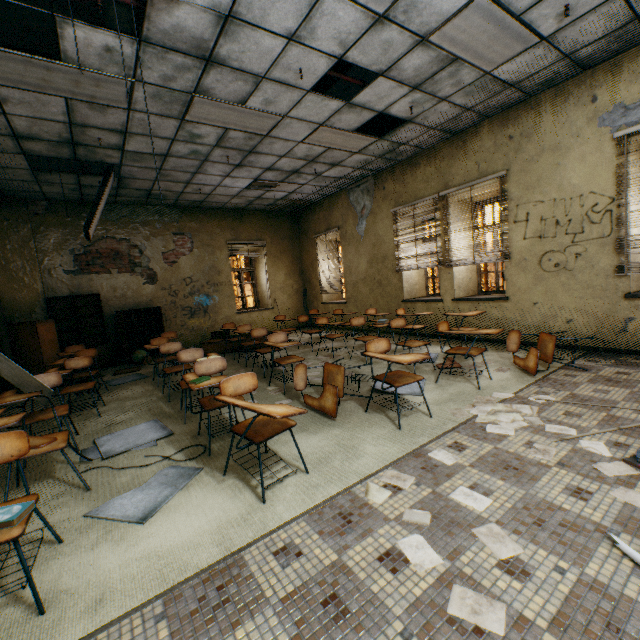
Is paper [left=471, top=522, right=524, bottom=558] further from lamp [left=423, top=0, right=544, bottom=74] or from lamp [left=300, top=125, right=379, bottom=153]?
lamp [left=300, top=125, right=379, bottom=153]

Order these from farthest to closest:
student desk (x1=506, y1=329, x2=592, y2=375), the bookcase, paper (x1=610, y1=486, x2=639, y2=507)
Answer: the bookcase, student desk (x1=506, y1=329, x2=592, y2=375), paper (x1=610, y1=486, x2=639, y2=507)

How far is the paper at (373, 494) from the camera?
2.1 meters

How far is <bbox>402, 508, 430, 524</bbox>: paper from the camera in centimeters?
187cm

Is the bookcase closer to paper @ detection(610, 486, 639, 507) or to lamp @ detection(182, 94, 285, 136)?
lamp @ detection(182, 94, 285, 136)

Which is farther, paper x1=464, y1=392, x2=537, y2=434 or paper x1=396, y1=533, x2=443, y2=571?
paper x1=464, y1=392, x2=537, y2=434

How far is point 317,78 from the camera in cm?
402

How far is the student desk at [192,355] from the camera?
2.19m
